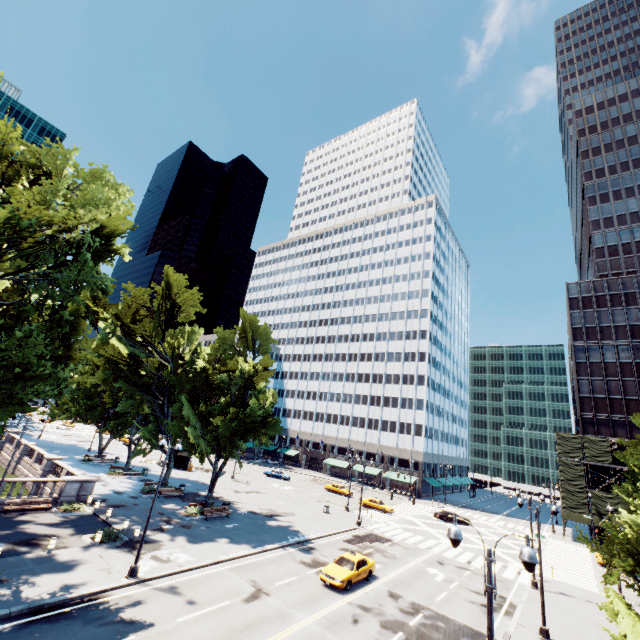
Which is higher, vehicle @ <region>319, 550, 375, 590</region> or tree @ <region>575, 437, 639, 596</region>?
tree @ <region>575, 437, 639, 596</region>

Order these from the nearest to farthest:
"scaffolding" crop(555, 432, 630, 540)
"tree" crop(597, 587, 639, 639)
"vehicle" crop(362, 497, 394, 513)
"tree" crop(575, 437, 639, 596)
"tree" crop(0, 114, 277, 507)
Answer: "tree" crop(597, 587, 639, 639) → "tree" crop(575, 437, 639, 596) → "tree" crop(0, 114, 277, 507) → "vehicle" crop(362, 497, 394, 513) → "scaffolding" crop(555, 432, 630, 540)

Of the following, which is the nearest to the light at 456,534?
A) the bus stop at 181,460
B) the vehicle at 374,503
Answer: the vehicle at 374,503

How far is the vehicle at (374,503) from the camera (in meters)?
46.28

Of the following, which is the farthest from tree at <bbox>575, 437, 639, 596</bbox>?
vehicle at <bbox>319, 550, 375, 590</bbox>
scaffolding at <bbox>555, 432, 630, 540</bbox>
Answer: scaffolding at <bbox>555, 432, 630, 540</bbox>

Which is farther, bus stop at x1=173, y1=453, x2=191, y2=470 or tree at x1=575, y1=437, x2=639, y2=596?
bus stop at x1=173, y1=453, x2=191, y2=470

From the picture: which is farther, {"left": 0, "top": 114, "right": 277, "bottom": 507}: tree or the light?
{"left": 0, "top": 114, "right": 277, "bottom": 507}: tree

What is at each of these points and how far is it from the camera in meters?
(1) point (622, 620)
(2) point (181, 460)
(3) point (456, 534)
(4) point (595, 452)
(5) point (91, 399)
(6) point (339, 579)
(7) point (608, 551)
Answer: (1) tree, 13.3 m
(2) bus stop, 53.1 m
(3) light, 9.5 m
(4) scaffolding, 50.4 m
(5) tree, 46.8 m
(6) vehicle, 20.8 m
(7) tree, 16.2 m
